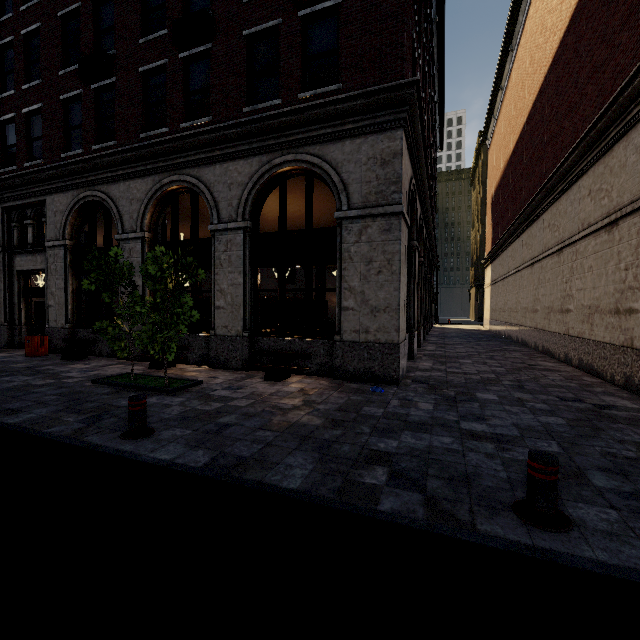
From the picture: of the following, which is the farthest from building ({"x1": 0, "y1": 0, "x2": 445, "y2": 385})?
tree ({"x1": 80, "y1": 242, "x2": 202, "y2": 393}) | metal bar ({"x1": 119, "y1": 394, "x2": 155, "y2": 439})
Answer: metal bar ({"x1": 119, "y1": 394, "x2": 155, "y2": 439})

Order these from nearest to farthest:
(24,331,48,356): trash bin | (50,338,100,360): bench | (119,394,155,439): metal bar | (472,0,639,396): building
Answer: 1. (119,394,155,439): metal bar
2. (472,0,639,396): building
3. (50,338,100,360): bench
4. (24,331,48,356): trash bin

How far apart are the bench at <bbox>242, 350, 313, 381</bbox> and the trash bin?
8.9m

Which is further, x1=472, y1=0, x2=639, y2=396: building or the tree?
x1=472, y1=0, x2=639, y2=396: building

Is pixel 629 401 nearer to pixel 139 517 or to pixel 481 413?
pixel 481 413

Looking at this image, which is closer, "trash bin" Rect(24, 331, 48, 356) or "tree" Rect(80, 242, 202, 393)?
"tree" Rect(80, 242, 202, 393)

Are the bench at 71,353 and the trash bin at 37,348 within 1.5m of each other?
yes

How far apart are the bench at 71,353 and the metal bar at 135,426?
7.8 meters
